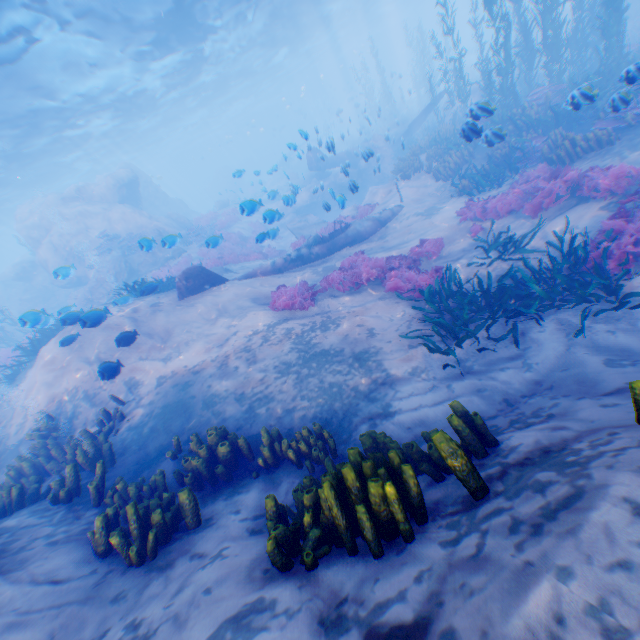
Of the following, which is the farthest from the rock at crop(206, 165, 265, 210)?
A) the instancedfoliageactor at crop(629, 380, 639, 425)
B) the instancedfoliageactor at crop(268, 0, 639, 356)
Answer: the instancedfoliageactor at crop(629, 380, 639, 425)

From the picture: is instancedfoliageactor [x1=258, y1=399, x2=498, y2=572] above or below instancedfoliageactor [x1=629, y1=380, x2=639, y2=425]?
below

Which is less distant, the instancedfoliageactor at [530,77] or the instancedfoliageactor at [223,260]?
the instancedfoliageactor at [530,77]

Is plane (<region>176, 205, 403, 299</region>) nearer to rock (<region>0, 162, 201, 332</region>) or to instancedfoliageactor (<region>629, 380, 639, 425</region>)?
rock (<region>0, 162, 201, 332</region>)

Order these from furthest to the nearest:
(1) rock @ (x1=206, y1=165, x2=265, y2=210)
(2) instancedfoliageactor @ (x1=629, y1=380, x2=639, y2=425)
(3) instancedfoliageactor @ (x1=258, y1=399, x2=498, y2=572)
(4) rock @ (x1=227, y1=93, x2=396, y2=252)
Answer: (1) rock @ (x1=206, y1=165, x2=265, y2=210) < (4) rock @ (x1=227, y1=93, x2=396, y2=252) < (3) instancedfoliageactor @ (x1=258, y1=399, x2=498, y2=572) < (2) instancedfoliageactor @ (x1=629, y1=380, x2=639, y2=425)

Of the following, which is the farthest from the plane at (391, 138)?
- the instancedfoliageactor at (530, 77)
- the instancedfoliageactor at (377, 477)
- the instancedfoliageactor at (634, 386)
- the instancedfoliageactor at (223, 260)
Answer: the instancedfoliageactor at (634, 386)

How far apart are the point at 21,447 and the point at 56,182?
42.9 meters

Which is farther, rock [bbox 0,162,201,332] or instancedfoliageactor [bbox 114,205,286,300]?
rock [bbox 0,162,201,332]
